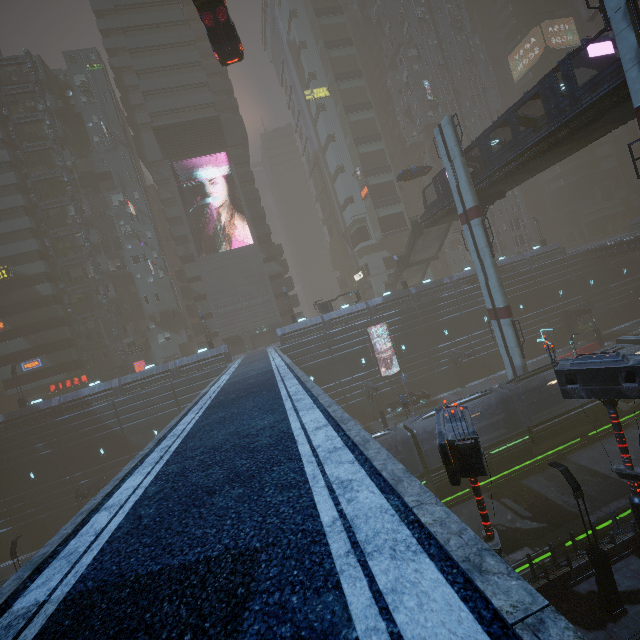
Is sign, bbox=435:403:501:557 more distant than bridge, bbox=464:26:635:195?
No

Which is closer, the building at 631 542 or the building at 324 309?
the building at 631 542

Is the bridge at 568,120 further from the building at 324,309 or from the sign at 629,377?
the sign at 629,377

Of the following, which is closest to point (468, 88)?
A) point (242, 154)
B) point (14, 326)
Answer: point (242, 154)

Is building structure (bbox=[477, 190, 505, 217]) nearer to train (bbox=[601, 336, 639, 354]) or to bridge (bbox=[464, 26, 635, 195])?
bridge (bbox=[464, 26, 635, 195])

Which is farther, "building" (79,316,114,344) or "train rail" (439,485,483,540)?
"building" (79,316,114,344)

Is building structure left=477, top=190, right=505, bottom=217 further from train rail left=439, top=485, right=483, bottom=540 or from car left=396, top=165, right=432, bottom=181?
train rail left=439, top=485, right=483, bottom=540

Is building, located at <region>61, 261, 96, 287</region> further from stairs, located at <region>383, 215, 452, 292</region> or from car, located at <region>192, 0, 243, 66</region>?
stairs, located at <region>383, 215, 452, 292</region>
